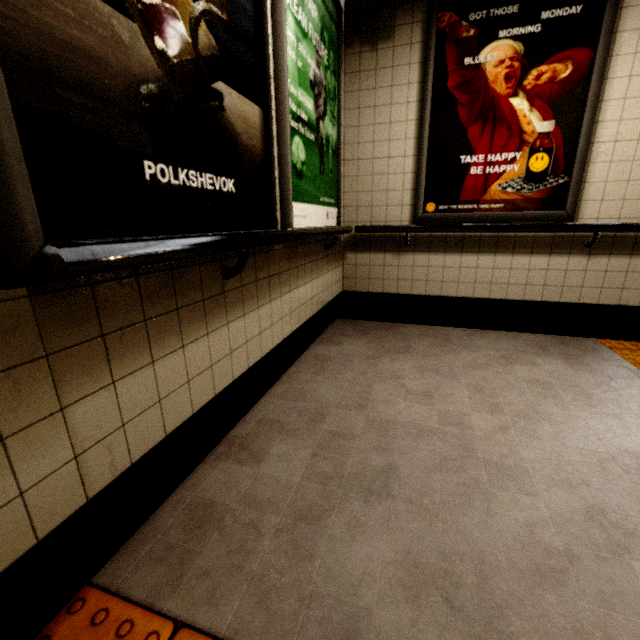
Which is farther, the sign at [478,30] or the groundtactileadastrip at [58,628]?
the sign at [478,30]

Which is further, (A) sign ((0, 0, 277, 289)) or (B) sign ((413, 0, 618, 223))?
(B) sign ((413, 0, 618, 223))

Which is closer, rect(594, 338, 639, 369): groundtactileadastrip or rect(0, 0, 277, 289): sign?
rect(0, 0, 277, 289): sign

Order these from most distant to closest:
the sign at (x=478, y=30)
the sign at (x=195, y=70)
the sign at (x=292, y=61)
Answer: the sign at (x=478, y=30) < the sign at (x=292, y=61) < the sign at (x=195, y=70)

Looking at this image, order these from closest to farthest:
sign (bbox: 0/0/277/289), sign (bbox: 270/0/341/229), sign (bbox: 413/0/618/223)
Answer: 1. sign (bbox: 0/0/277/289)
2. sign (bbox: 270/0/341/229)
3. sign (bbox: 413/0/618/223)

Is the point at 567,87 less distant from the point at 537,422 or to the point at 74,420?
the point at 537,422

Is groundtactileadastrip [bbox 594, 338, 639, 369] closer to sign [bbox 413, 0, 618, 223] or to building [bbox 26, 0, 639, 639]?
building [bbox 26, 0, 639, 639]

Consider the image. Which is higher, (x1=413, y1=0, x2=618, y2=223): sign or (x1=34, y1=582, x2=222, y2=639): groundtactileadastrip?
(x1=413, y1=0, x2=618, y2=223): sign
